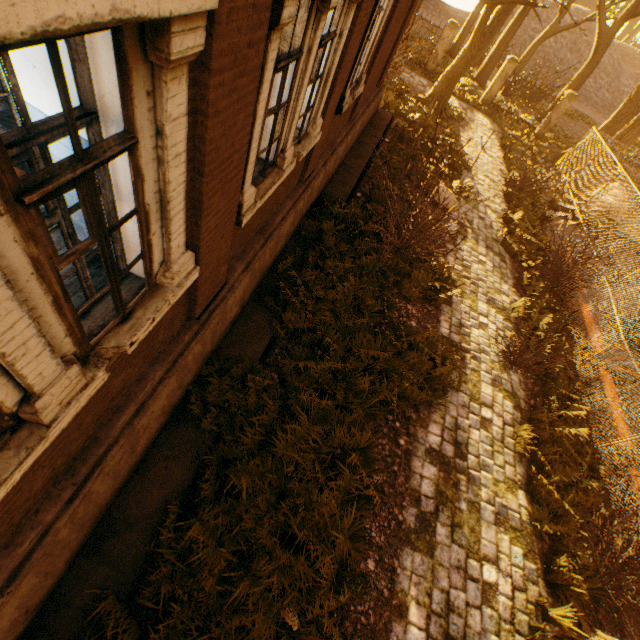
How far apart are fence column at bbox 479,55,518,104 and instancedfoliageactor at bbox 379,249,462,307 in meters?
17.9 m

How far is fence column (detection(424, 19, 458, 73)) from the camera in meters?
18.0 m

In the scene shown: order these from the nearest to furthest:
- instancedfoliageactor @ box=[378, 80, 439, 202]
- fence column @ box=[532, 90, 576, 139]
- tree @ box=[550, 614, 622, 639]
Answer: tree @ box=[550, 614, 622, 639]
instancedfoliageactor @ box=[378, 80, 439, 202]
fence column @ box=[532, 90, 576, 139]

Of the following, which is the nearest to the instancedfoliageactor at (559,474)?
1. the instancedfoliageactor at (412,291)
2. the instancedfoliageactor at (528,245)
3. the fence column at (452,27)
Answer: the instancedfoliageactor at (412,291)

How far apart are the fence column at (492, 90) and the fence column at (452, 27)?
3.2m

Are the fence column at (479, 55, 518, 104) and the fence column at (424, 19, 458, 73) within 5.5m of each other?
yes

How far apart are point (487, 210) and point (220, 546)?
12.7m

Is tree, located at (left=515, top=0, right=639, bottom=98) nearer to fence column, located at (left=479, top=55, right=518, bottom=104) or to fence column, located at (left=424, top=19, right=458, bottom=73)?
fence column, located at (left=479, top=55, right=518, bottom=104)
